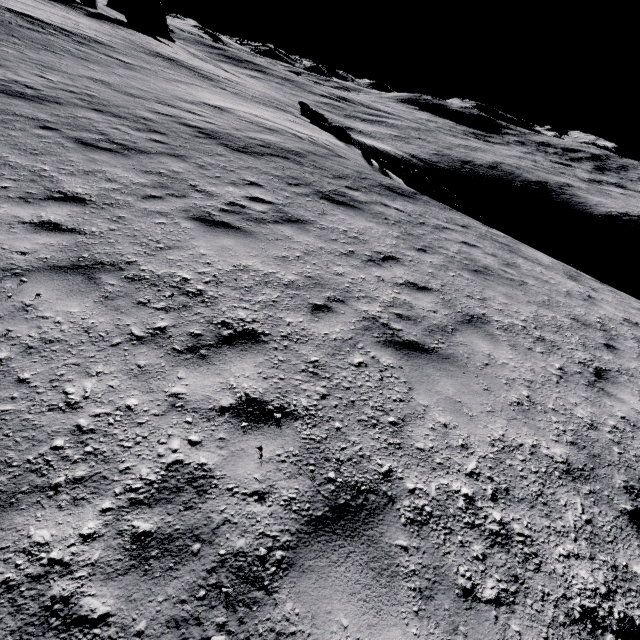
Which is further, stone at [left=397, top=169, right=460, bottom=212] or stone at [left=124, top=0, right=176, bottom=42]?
stone at [left=124, top=0, right=176, bottom=42]

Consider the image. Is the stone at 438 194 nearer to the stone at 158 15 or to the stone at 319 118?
the stone at 319 118

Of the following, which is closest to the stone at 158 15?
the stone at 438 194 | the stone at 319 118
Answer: the stone at 319 118

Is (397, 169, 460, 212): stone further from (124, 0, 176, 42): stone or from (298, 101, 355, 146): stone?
(124, 0, 176, 42): stone

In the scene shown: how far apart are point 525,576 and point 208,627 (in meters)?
2.36

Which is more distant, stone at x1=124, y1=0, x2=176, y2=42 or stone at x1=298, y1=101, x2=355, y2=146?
stone at x1=124, y1=0, x2=176, y2=42
